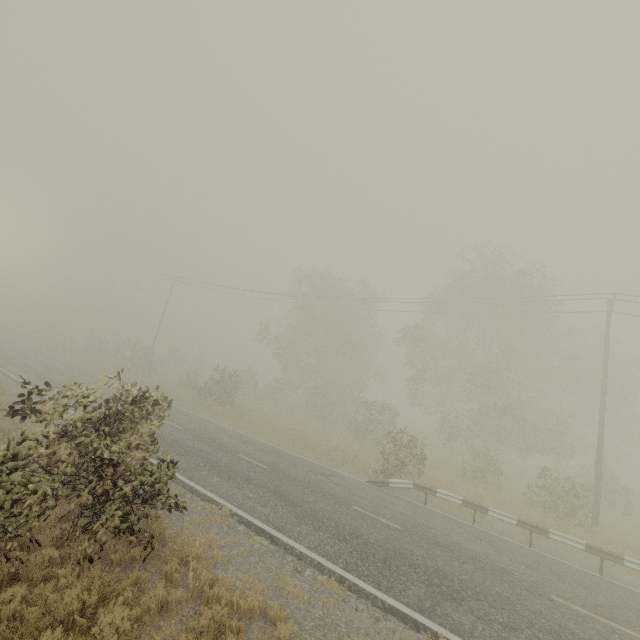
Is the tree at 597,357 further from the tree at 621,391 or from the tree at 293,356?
the tree at 293,356

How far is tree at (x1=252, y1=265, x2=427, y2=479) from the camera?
16.73m

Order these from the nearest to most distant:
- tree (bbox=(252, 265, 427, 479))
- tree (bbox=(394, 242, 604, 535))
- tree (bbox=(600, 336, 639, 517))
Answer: tree (bbox=(252, 265, 427, 479)), tree (bbox=(394, 242, 604, 535)), tree (bbox=(600, 336, 639, 517))

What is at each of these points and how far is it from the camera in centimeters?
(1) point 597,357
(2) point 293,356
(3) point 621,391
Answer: (1) tree, 3212cm
(2) tree, 3366cm
(3) tree, 3012cm

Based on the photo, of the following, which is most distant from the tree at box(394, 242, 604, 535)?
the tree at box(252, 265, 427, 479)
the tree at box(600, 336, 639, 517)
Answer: the tree at box(252, 265, 427, 479)

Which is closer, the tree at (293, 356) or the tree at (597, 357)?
the tree at (293, 356)

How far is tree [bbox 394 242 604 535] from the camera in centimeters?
1941cm
